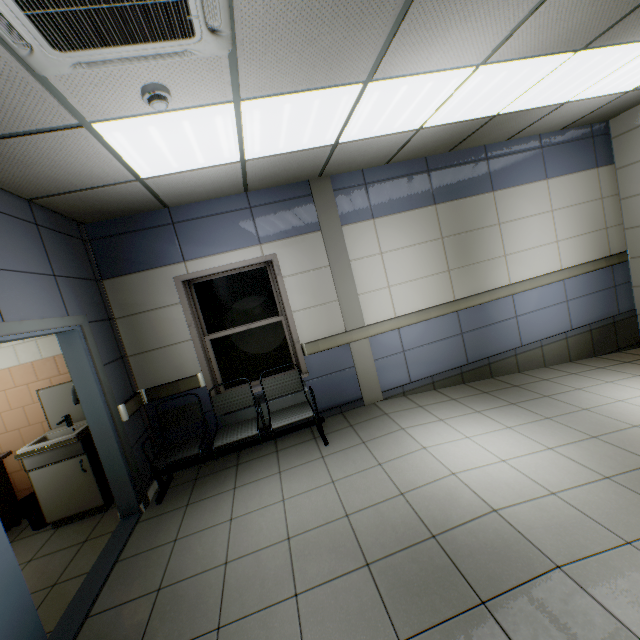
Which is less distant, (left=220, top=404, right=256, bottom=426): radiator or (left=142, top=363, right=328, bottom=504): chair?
(left=142, top=363, right=328, bottom=504): chair

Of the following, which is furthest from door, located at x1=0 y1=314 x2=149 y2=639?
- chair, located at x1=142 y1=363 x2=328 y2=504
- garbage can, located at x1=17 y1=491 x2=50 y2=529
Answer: garbage can, located at x1=17 y1=491 x2=50 y2=529

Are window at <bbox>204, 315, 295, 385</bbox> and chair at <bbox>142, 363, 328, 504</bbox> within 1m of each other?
yes

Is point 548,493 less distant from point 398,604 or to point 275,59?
point 398,604

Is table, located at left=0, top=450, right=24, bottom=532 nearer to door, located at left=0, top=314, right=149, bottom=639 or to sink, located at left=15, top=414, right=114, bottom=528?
sink, located at left=15, top=414, right=114, bottom=528

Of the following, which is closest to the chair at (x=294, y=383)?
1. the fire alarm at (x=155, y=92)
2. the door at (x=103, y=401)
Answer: the door at (x=103, y=401)

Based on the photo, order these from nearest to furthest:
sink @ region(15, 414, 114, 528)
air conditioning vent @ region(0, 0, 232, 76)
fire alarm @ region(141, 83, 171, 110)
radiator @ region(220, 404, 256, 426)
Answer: air conditioning vent @ region(0, 0, 232, 76) < fire alarm @ region(141, 83, 171, 110) < sink @ region(15, 414, 114, 528) < radiator @ region(220, 404, 256, 426)

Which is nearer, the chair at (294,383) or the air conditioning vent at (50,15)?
the air conditioning vent at (50,15)
